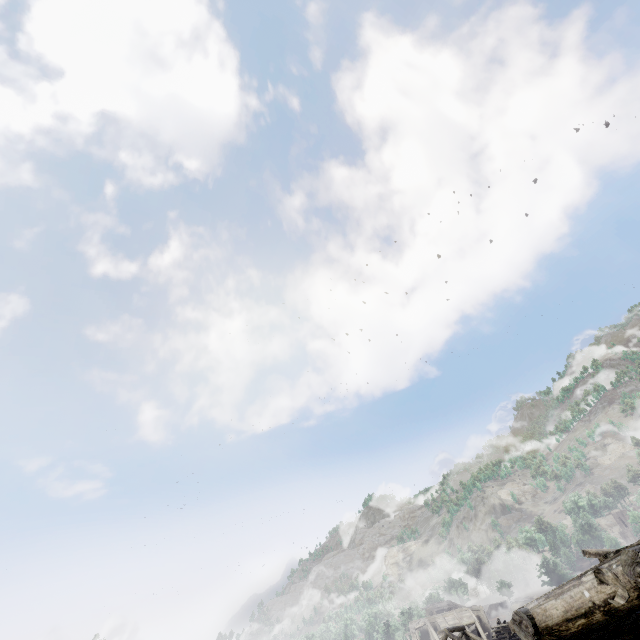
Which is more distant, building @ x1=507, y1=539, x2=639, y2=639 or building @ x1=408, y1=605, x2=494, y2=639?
building @ x1=408, y1=605, x2=494, y2=639

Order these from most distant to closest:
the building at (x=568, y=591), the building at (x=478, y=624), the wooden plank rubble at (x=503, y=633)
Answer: the wooden plank rubble at (x=503, y=633) < the building at (x=478, y=624) < the building at (x=568, y=591)

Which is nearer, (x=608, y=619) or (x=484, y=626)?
(x=608, y=619)

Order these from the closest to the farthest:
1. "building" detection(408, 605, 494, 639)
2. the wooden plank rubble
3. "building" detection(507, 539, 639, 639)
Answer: "building" detection(507, 539, 639, 639) → "building" detection(408, 605, 494, 639) → the wooden plank rubble

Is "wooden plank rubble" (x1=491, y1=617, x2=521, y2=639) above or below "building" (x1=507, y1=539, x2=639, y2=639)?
below

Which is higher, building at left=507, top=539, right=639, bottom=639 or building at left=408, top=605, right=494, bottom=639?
building at left=507, top=539, right=639, bottom=639

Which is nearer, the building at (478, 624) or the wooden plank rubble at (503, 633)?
the building at (478, 624)

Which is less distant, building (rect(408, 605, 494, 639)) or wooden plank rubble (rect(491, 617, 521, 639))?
building (rect(408, 605, 494, 639))
